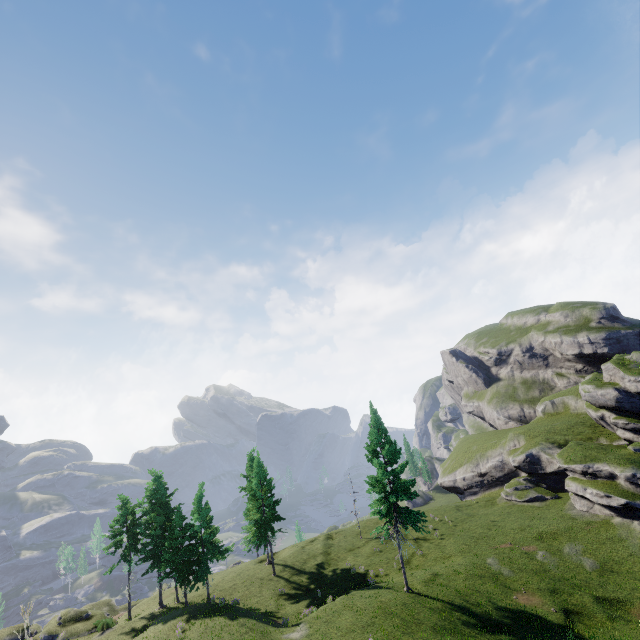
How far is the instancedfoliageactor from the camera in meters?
31.4 m

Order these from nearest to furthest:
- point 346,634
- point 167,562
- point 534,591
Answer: point 346,634 → point 534,591 → point 167,562

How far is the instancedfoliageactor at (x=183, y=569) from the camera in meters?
31.4 m
